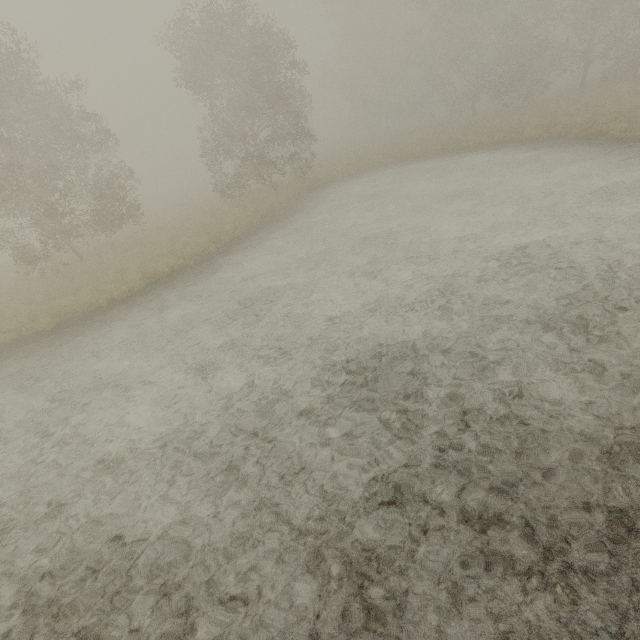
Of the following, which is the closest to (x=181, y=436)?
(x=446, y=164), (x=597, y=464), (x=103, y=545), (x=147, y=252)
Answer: (x=103, y=545)
